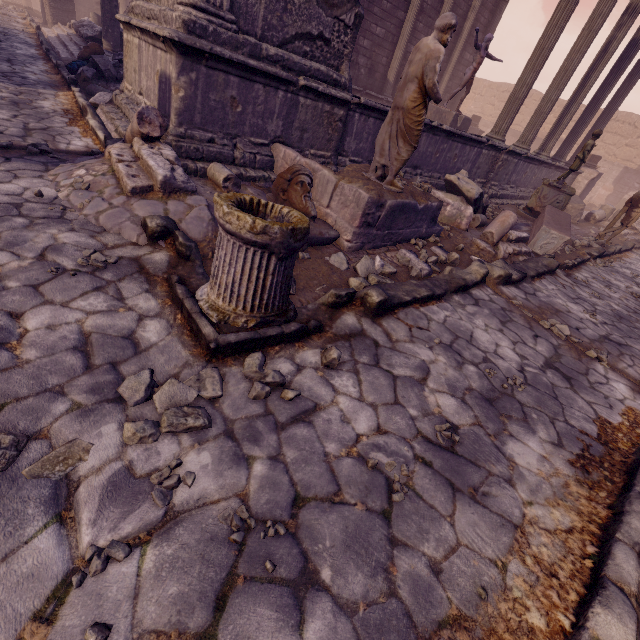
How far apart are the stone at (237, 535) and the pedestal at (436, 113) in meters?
12.9

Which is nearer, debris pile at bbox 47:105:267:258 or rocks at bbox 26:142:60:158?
debris pile at bbox 47:105:267:258

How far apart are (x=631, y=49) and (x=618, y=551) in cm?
1547

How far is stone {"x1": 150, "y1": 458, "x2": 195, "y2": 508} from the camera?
1.51m

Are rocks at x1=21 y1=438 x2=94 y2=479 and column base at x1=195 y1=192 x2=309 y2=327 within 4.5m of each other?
yes

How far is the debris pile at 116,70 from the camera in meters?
7.6 m

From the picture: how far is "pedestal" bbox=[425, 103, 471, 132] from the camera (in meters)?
→ 11.41

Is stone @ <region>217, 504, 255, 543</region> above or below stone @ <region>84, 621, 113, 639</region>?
below
